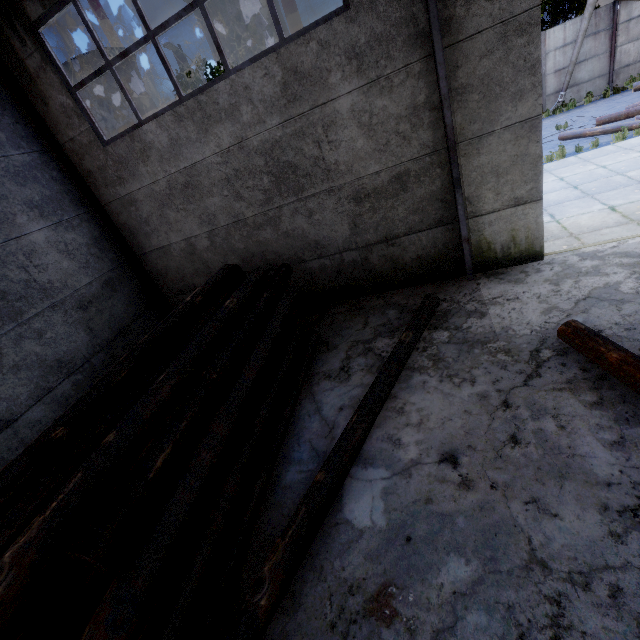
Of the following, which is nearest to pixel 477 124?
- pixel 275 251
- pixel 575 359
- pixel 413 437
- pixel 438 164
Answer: pixel 438 164

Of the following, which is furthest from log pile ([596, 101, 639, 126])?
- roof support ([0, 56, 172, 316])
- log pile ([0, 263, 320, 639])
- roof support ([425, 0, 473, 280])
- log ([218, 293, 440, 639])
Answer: roof support ([0, 56, 172, 316])

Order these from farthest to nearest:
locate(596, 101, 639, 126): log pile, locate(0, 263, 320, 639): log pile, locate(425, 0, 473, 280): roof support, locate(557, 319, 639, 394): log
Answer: locate(596, 101, 639, 126): log pile → locate(425, 0, 473, 280): roof support → locate(557, 319, 639, 394): log → locate(0, 263, 320, 639): log pile

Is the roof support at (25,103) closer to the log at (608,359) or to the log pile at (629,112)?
the log at (608,359)

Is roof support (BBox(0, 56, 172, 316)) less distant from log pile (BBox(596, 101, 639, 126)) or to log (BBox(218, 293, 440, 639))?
log (BBox(218, 293, 440, 639))

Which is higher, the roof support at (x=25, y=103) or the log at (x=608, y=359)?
the roof support at (x=25, y=103)

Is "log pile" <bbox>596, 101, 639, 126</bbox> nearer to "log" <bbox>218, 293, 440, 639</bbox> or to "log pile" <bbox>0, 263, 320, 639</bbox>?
"log" <bbox>218, 293, 440, 639</bbox>

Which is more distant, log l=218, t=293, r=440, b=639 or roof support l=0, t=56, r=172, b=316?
roof support l=0, t=56, r=172, b=316
